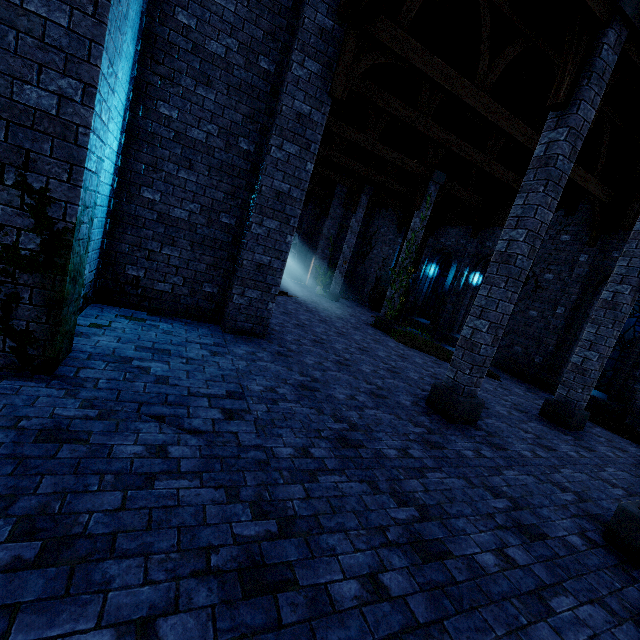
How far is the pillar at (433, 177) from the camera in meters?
13.4

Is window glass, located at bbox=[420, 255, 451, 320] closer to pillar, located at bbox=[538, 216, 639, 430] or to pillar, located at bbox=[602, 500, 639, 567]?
pillar, located at bbox=[538, 216, 639, 430]

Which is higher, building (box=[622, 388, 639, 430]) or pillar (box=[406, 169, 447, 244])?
pillar (box=[406, 169, 447, 244])

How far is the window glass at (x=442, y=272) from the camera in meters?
17.4 m

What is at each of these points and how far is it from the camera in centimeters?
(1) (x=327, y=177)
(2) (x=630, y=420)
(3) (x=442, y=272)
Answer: (1) building, 1792cm
(2) building, 941cm
(3) window glass, 1761cm

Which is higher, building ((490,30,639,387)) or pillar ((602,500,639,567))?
building ((490,30,639,387))

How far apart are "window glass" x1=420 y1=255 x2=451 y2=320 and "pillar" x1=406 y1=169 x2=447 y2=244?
3.7 meters

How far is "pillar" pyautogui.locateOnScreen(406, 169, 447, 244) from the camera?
13.43m
